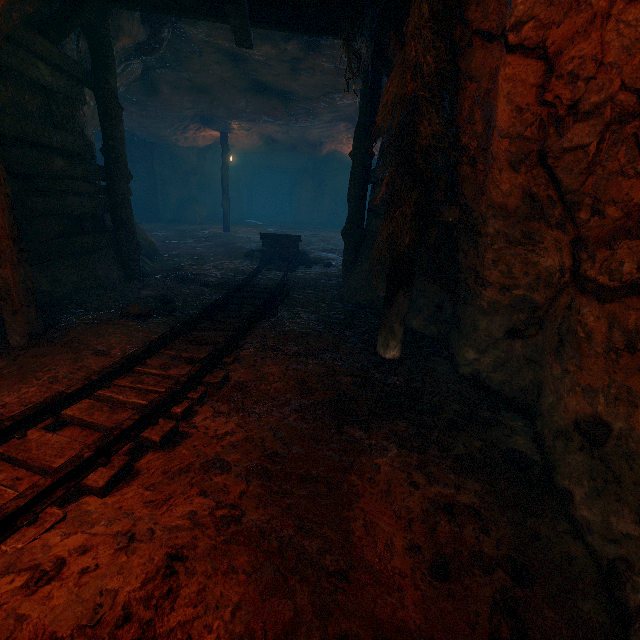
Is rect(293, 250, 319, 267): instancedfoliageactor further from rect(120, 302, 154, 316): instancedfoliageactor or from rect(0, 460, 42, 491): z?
rect(120, 302, 154, 316): instancedfoliageactor

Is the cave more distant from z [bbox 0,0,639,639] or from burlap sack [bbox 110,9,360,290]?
z [bbox 0,0,639,639]

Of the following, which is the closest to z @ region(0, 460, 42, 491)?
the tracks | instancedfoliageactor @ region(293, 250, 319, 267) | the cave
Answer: the tracks

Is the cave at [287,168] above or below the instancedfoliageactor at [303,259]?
above

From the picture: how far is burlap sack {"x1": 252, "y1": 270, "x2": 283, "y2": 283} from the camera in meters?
6.7 m

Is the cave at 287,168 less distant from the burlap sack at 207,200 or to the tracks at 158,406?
the burlap sack at 207,200

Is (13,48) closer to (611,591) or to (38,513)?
(38,513)

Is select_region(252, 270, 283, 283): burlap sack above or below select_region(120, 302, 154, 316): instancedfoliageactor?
below
